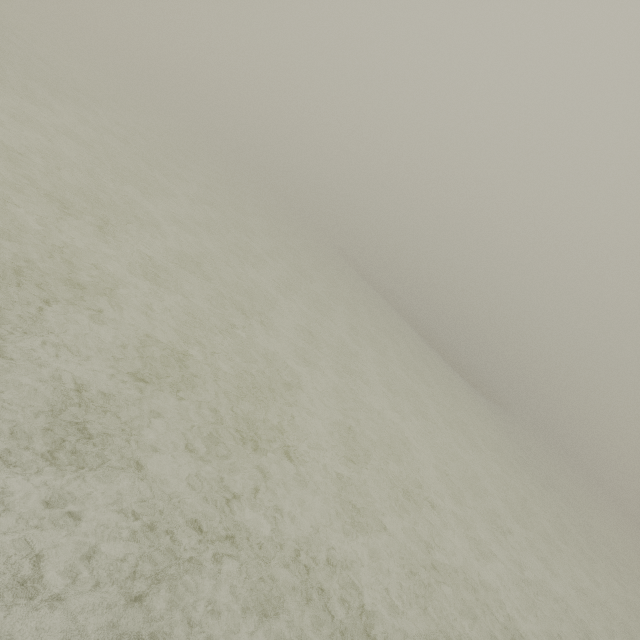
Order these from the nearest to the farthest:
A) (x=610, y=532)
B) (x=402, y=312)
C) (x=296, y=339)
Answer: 1. (x=296, y=339)
2. (x=610, y=532)
3. (x=402, y=312)
